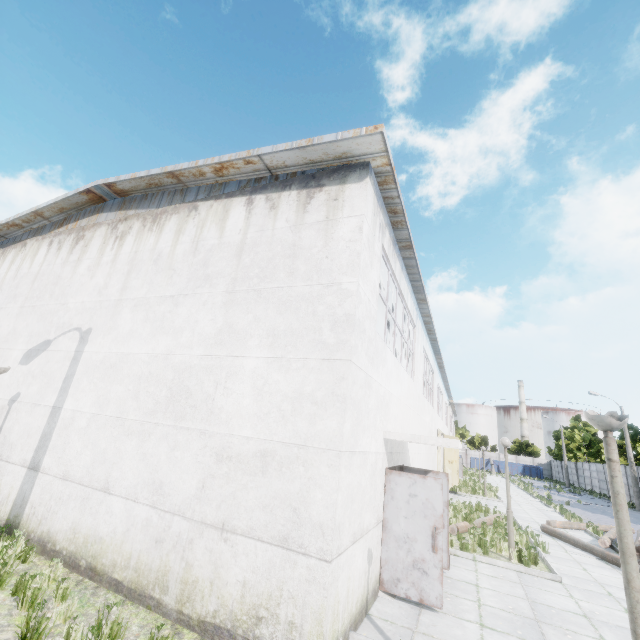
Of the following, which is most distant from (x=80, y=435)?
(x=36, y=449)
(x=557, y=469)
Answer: (x=557, y=469)

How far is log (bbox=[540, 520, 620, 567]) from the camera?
10.5 meters

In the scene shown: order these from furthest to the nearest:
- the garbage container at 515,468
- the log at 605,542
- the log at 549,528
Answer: the garbage container at 515,468 < the log at 605,542 < the log at 549,528

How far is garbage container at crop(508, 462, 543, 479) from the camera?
57.19m

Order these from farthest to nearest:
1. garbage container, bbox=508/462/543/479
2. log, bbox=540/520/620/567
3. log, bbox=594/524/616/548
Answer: garbage container, bbox=508/462/543/479
log, bbox=594/524/616/548
log, bbox=540/520/620/567

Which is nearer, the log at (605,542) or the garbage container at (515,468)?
the log at (605,542)

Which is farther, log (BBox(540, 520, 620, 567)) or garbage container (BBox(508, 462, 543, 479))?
garbage container (BBox(508, 462, 543, 479))
